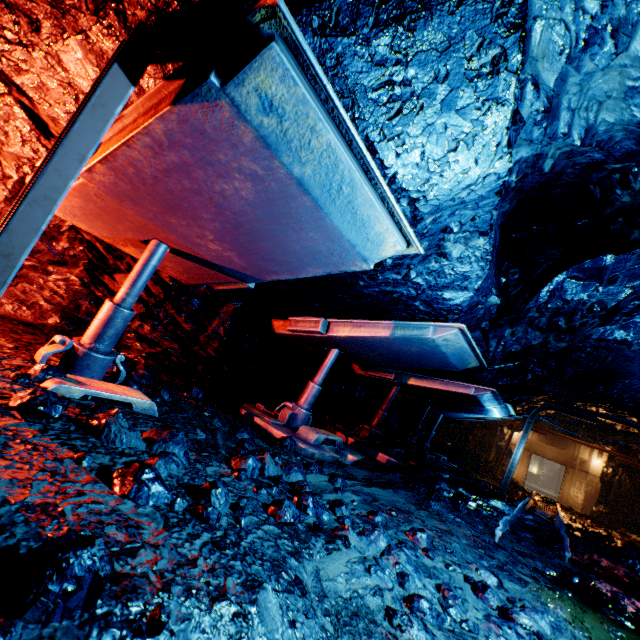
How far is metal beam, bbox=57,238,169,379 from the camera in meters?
2.8

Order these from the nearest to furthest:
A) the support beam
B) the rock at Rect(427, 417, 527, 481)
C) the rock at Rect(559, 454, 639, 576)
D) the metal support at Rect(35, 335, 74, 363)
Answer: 1. the support beam
2. the metal support at Rect(35, 335, 74, 363)
3. the rock at Rect(559, 454, 639, 576)
4. the rock at Rect(427, 417, 527, 481)

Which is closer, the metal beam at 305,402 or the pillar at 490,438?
the metal beam at 305,402

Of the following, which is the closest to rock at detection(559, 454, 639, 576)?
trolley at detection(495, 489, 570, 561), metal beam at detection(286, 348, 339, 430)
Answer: trolley at detection(495, 489, 570, 561)

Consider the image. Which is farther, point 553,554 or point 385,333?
point 553,554

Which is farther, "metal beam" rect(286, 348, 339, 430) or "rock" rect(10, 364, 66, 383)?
"metal beam" rect(286, 348, 339, 430)

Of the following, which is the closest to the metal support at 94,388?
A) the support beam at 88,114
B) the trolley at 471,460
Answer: the support beam at 88,114

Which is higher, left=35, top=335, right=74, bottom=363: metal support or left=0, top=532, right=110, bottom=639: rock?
left=35, top=335, right=74, bottom=363: metal support
